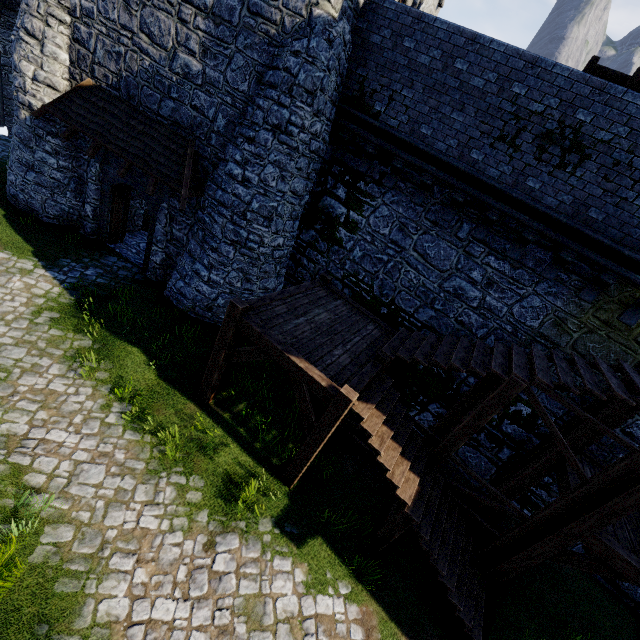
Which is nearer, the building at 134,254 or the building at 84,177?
the building at 84,177

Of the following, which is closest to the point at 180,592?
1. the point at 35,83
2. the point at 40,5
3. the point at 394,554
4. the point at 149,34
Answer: the point at 394,554

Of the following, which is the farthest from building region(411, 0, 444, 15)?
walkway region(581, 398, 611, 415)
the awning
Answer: walkway region(581, 398, 611, 415)

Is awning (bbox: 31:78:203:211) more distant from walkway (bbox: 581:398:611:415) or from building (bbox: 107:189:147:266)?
walkway (bbox: 581:398:611:415)

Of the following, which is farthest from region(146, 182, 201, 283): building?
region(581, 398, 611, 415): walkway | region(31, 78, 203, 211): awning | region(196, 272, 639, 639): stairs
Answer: region(581, 398, 611, 415): walkway

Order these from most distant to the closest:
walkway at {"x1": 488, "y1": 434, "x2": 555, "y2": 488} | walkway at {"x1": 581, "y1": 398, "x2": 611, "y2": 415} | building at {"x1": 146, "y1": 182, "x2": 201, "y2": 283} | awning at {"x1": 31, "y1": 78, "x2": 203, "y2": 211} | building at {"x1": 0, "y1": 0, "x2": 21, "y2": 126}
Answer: building at {"x1": 0, "y1": 0, "x2": 21, "y2": 126} → building at {"x1": 146, "y1": 182, "x2": 201, "y2": 283} → awning at {"x1": 31, "y1": 78, "x2": 203, "y2": 211} → walkway at {"x1": 488, "y1": 434, "x2": 555, "y2": 488} → walkway at {"x1": 581, "y1": 398, "x2": 611, "y2": 415}

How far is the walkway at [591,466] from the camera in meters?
8.1 m
